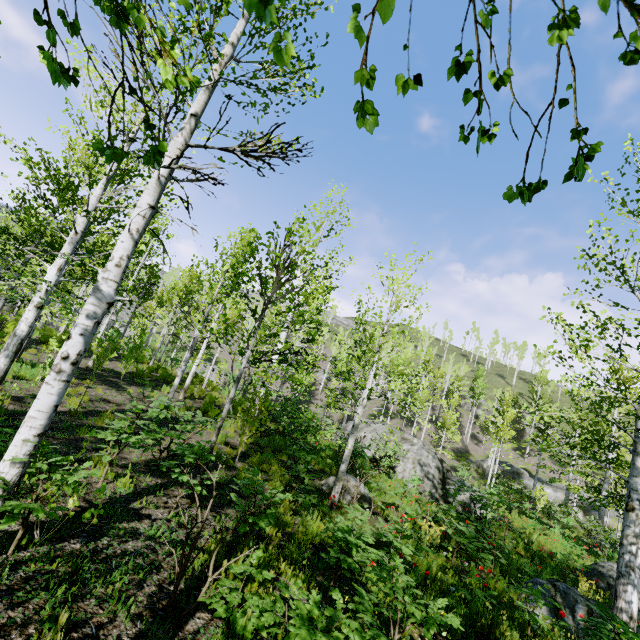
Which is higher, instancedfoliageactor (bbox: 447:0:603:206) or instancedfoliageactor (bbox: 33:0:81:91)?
instancedfoliageactor (bbox: 447:0:603:206)

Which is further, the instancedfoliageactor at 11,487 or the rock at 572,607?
the rock at 572,607

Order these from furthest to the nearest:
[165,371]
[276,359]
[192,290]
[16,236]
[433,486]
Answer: [192,290] → [165,371] → [433,486] → [16,236] → [276,359]

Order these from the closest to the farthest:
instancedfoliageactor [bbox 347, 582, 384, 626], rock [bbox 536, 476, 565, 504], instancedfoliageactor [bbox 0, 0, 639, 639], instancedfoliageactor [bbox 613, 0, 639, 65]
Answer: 1. instancedfoliageactor [bbox 613, 0, 639, 65]
2. instancedfoliageactor [bbox 347, 582, 384, 626]
3. instancedfoliageactor [bbox 0, 0, 639, 639]
4. rock [bbox 536, 476, 565, 504]

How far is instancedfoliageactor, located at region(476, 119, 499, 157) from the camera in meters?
1.0

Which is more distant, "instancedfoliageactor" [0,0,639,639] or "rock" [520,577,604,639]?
"rock" [520,577,604,639]

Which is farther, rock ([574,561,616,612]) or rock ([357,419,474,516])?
rock ([357,419,474,516])

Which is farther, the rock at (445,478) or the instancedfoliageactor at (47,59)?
the rock at (445,478)
